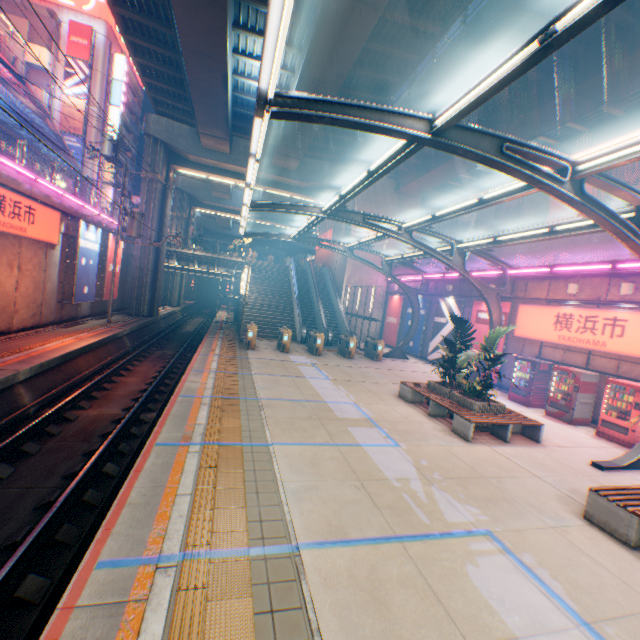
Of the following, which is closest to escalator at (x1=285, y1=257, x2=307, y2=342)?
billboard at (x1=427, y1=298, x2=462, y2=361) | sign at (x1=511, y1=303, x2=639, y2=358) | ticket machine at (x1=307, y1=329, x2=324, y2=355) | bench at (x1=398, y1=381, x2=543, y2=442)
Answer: ticket machine at (x1=307, y1=329, x2=324, y2=355)

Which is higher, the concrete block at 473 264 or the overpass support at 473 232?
the overpass support at 473 232

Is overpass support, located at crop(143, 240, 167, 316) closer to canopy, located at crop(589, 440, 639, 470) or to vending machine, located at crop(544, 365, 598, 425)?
canopy, located at crop(589, 440, 639, 470)

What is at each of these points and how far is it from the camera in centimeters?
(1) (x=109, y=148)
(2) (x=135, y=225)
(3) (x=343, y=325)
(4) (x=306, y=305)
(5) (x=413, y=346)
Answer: (1) electric pole, 2508cm
(2) electric pole, 1986cm
(3) escalator, 2614cm
(4) steps, 2853cm
(5) billboard, 2428cm

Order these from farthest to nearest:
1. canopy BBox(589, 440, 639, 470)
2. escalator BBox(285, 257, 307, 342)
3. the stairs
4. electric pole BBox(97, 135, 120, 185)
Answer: the stairs < electric pole BBox(97, 135, 120, 185) < escalator BBox(285, 257, 307, 342) < canopy BBox(589, 440, 639, 470)

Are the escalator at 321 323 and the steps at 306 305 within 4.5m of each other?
yes

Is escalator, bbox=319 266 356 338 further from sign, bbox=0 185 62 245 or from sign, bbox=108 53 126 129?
sign, bbox=108 53 126 129

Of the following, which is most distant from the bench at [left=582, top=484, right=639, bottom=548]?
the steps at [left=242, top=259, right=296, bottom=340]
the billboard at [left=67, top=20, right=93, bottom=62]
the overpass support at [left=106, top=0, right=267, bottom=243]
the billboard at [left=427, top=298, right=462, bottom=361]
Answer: the billboard at [left=67, top=20, right=93, bottom=62]
